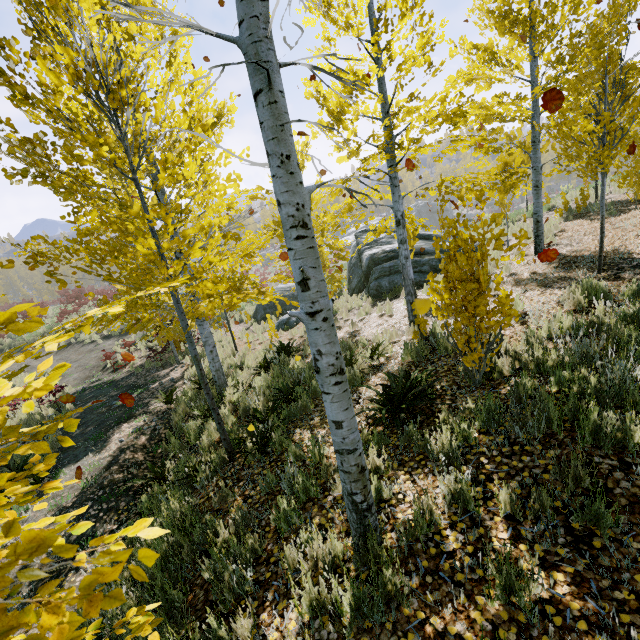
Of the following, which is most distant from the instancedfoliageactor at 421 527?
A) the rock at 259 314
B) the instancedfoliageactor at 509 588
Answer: the rock at 259 314

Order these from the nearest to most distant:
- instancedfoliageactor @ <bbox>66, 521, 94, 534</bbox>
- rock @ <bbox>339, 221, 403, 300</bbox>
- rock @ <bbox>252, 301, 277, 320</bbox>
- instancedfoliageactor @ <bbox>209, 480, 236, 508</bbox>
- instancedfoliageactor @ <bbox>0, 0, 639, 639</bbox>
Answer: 1. instancedfoliageactor @ <bbox>66, 521, 94, 534</bbox>
2. instancedfoliageactor @ <bbox>0, 0, 639, 639</bbox>
3. instancedfoliageactor @ <bbox>209, 480, 236, 508</bbox>
4. rock @ <bbox>339, 221, 403, 300</bbox>
5. rock @ <bbox>252, 301, 277, 320</bbox>

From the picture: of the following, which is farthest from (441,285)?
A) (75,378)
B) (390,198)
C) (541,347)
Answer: (75,378)

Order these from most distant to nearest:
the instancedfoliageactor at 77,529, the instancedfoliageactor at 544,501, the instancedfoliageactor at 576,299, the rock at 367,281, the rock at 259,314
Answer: the rock at 259,314 < the rock at 367,281 < the instancedfoliageactor at 544,501 < the instancedfoliageactor at 576,299 < the instancedfoliageactor at 77,529

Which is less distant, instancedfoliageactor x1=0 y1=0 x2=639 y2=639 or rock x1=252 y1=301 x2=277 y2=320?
instancedfoliageactor x1=0 y1=0 x2=639 y2=639

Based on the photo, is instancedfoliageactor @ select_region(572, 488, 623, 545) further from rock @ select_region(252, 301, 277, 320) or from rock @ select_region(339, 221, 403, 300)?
rock @ select_region(252, 301, 277, 320)

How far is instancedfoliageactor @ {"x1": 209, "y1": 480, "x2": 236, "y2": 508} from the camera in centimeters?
395cm

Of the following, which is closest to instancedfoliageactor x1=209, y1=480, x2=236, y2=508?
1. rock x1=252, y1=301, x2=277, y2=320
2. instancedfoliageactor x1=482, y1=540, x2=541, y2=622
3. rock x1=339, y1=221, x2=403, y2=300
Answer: instancedfoliageactor x1=482, y1=540, x2=541, y2=622
